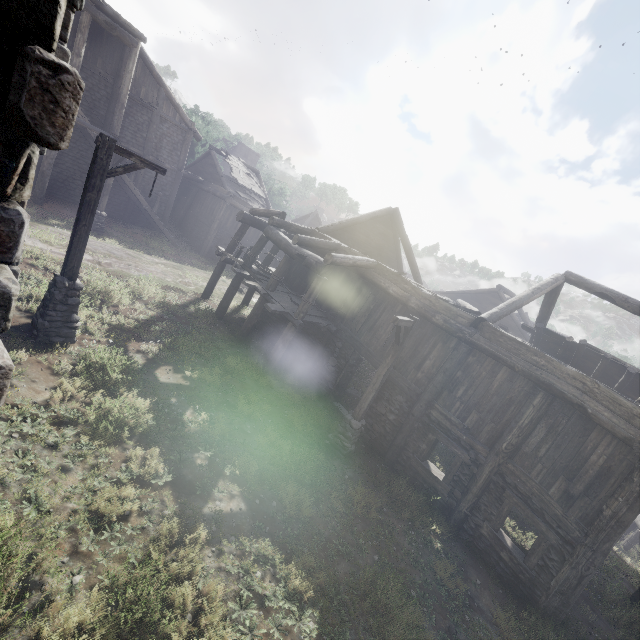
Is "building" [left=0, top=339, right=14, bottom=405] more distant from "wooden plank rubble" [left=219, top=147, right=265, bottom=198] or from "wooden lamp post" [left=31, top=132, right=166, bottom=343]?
"wooden lamp post" [left=31, top=132, right=166, bottom=343]

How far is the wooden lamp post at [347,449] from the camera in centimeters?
888cm

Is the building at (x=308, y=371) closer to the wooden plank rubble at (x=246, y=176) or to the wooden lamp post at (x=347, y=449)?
the wooden plank rubble at (x=246, y=176)

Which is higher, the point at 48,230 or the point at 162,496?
the point at 48,230

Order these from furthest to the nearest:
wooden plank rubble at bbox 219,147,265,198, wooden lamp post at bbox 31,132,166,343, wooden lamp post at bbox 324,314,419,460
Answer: wooden plank rubble at bbox 219,147,265,198
wooden lamp post at bbox 324,314,419,460
wooden lamp post at bbox 31,132,166,343

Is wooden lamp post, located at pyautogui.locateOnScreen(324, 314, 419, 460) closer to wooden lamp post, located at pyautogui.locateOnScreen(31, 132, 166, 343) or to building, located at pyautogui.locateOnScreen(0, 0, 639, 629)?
building, located at pyautogui.locateOnScreen(0, 0, 639, 629)

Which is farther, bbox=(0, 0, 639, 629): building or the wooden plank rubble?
the wooden plank rubble

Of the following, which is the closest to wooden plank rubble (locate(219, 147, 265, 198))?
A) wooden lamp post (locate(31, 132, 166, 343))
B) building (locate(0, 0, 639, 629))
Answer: building (locate(0, 0, 639, 629))
